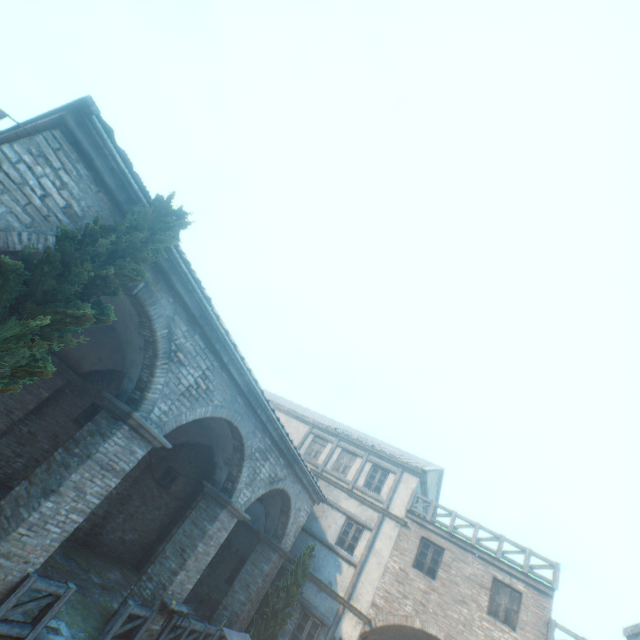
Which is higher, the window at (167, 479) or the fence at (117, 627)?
the window at (167, 479)

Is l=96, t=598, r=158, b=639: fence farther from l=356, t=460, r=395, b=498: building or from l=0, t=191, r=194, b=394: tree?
l=0, t=191, r=194, b=394: tree

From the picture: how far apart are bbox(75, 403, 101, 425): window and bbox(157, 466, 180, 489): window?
4.0 meters

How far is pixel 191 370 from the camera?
7.9m

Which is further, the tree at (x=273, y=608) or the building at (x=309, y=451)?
the building at (x=309, y=451)

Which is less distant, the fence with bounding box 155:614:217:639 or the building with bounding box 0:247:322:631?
the building with bounding box 0:247:322:631

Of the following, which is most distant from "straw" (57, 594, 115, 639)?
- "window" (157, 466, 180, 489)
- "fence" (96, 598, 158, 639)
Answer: "window" (157, 466, 180, 489)

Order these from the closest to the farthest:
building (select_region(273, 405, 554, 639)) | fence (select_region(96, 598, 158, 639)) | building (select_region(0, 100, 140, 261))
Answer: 1. building (select_region(0, 100, 140, 261))
2. fence (select_region(96, 598, 158, 639))
3. building (select_region(273, 405, 554, 639))
